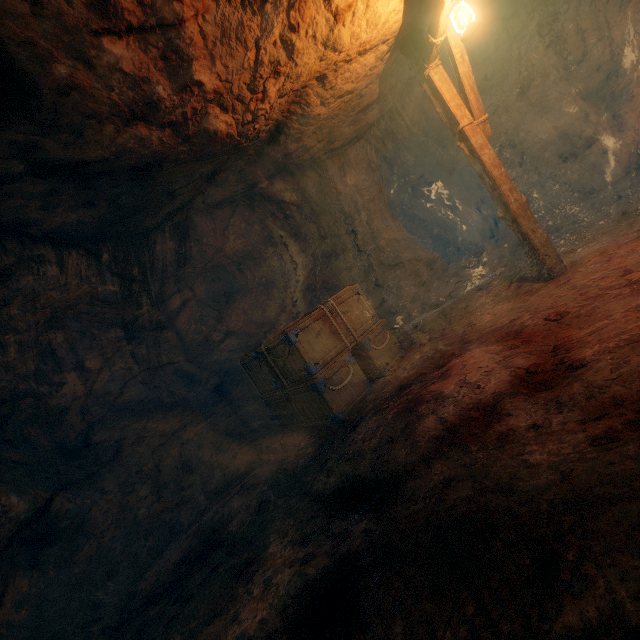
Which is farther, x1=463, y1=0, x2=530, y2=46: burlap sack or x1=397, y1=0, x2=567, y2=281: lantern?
x1=463, y1=0, x2=530, y2=46: burlap sack

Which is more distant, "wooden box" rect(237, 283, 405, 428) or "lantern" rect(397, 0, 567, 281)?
"wooden box" rect(237, 283, 405, 428)

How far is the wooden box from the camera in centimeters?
515cm

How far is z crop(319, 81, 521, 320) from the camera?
8.94m

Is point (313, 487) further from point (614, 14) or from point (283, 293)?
point (614, 14)

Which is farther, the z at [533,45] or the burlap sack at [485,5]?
the z at [533,45]

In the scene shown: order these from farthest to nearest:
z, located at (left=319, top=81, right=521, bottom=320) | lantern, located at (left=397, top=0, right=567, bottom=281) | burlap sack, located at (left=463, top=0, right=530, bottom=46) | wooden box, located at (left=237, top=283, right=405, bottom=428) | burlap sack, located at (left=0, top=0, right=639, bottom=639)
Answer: z, located at (left=319, top=81, right=521, bottom=320) → burlap sack, located at (left=463, top=0, right=530, bottom=46) → wooden box, located at (left=237, top=283, right=405, bottom=428) → lantern, located at (left=397, top=0, right=567, bottom=281) → burlap sack, located at (left=0, top=0, right=639, bottom=639)

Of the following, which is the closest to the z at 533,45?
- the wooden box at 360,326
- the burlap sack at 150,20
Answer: the burlap sack at 150,20
